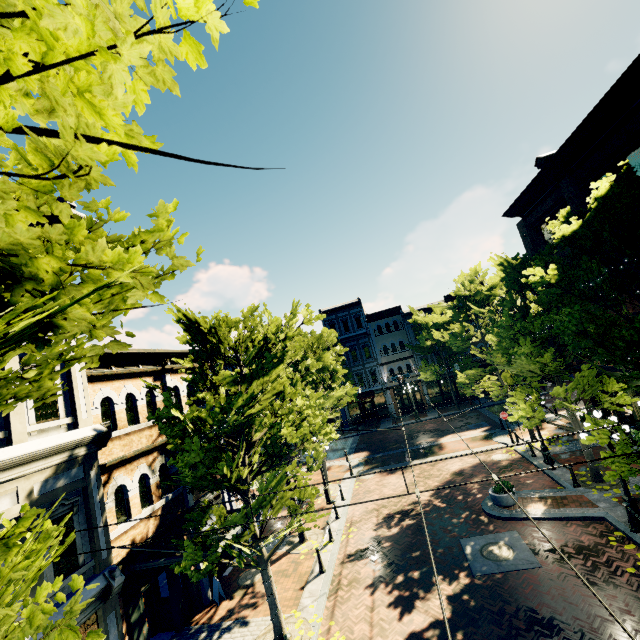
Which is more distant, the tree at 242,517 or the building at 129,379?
the tree at 242,517

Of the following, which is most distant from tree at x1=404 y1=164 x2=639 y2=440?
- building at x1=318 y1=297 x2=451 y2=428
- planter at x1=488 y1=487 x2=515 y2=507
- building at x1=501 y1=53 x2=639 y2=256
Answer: planter at x1=488 y1=487 x2=515 y2=507

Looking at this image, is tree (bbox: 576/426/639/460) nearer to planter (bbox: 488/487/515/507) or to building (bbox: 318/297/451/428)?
building (bbox: 318/297/451/428)

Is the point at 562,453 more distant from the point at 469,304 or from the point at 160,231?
the point at 160,231

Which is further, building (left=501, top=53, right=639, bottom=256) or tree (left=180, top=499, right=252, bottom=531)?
building (left=501, top=53, right=639, bottom=256)

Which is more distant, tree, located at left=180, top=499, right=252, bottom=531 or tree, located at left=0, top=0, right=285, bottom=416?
tree, located at left=180, top=499, right=252, bottom=531

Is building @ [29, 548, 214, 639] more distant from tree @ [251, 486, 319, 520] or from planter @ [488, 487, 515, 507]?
planter @ [488, 487, 515, 507]
